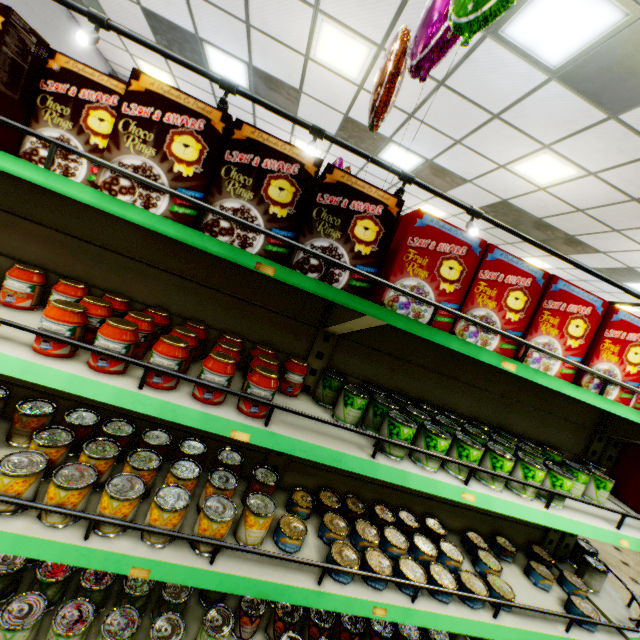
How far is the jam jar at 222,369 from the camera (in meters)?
1.18

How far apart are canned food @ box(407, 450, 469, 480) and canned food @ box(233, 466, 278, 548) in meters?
0.6 m

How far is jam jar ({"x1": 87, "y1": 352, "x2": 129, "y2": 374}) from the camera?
1.11m

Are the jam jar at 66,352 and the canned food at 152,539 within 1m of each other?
yes

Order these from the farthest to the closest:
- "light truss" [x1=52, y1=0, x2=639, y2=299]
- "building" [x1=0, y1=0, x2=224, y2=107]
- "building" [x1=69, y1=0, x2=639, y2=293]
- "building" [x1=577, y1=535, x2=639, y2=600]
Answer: "building" [x1=0, y1=0, x2=224, y2=107] < "building" [x1=577, y1=535, x2=639, y2=600] < "building" [x1=69, y1=0, x2=639, y2=293] < "light truss" [x1=52, y1=0, x2=639, y2=299]

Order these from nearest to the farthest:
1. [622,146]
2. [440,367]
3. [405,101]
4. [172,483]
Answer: [172,483]
[440,367]
[622,146]
[405,101]

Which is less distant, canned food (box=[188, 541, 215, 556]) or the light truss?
canned food (box=[188, 541, 215, 556])

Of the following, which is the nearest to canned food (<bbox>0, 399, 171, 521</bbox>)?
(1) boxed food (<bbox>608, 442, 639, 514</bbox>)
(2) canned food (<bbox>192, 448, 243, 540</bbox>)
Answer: (2) canned food (<bbox>192, 448, 243, 540</bbox>)
